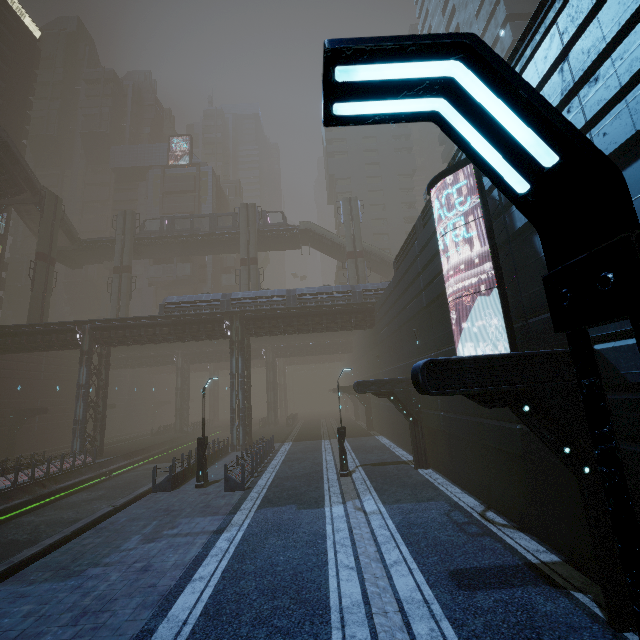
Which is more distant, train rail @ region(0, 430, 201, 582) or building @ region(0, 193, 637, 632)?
train rail @ region(0, 430, 201, 582)

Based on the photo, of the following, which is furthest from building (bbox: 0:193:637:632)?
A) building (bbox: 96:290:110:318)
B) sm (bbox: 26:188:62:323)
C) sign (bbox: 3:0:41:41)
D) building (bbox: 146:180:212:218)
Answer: sm (bbox: 26:188:62:323)

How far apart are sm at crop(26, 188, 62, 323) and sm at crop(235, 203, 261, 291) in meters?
20.8 m

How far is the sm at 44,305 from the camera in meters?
35.3

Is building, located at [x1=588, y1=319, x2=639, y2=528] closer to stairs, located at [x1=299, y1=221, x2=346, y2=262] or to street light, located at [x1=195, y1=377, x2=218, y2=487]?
street light, located at [x1=195, y1=377, x2=218, y2=487]

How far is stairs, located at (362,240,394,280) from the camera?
44.2 meters

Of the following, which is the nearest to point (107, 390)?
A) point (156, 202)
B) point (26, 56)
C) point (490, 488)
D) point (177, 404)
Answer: point (177, 404)

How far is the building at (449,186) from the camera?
10.82m
